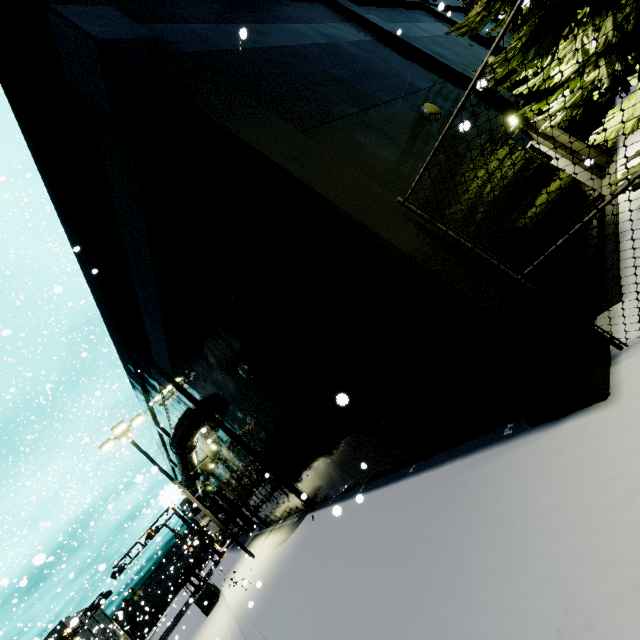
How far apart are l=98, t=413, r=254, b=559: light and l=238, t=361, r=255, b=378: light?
12.7m

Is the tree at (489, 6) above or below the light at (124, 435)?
below

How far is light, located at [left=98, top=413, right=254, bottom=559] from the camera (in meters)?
16.47

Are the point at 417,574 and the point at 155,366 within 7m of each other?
no

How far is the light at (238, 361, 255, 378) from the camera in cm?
795

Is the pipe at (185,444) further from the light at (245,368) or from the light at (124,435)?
the light at (245,368)

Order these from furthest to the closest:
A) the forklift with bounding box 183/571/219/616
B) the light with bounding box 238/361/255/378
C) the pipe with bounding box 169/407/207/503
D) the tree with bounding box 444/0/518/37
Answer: the forklift with bounding box 183/571/219/616, the pipe with bounding box 169/407/207/503, the light with bounding box 238/361/255/378, the tree with bounding box 444/0/518/37

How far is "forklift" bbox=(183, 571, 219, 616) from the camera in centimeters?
1872cm
